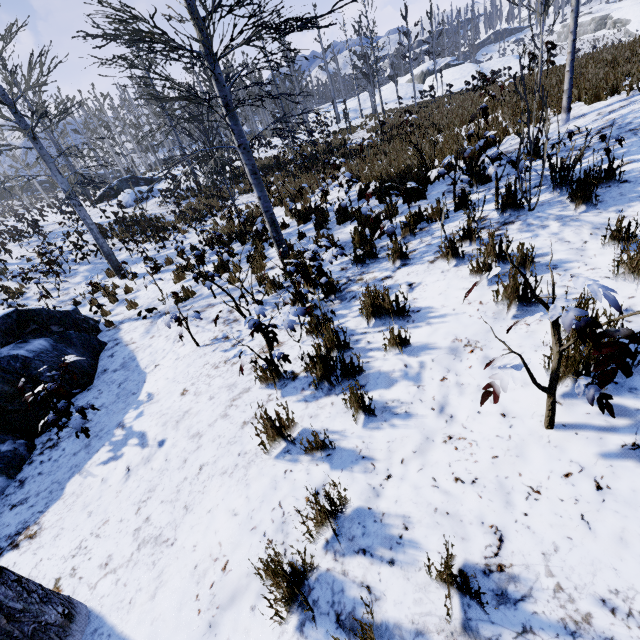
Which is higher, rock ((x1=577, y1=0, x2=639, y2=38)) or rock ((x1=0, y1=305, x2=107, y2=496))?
rock ((x1=577, y1=0, x2=639, y2=38))

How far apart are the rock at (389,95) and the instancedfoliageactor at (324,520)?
51.7 meters

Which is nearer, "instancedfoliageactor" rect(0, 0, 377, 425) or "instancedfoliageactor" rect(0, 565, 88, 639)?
"instancedfoliageactor" rect(0, 565, 88, 639)

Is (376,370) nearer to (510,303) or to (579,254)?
(510,303)

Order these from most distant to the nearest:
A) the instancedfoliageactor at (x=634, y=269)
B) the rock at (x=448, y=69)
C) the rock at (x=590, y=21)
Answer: the rock at (x=590, y=21) < the rock at (x=448, y=69) < the instancedfoliageactor at (x=634, y=269)

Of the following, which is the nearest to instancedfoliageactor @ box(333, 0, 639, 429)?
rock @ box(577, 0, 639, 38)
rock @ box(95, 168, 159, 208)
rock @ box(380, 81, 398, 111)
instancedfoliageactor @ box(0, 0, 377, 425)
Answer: instancedfoliageactor @ box(0, 0, 377, 425)

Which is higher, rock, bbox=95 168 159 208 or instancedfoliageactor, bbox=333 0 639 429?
rock, bbox=95 168 159 208

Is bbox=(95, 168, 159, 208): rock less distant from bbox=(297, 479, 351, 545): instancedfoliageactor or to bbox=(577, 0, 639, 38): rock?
bbox=(297, 479, 351, 545): instancedfoliageactor
